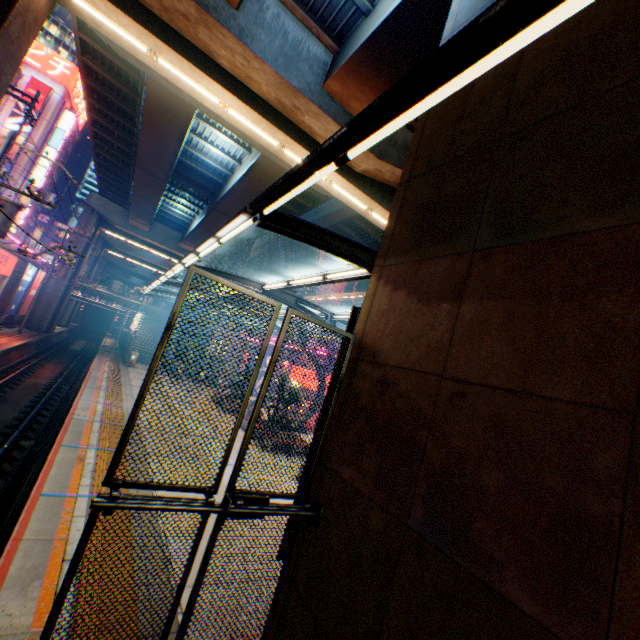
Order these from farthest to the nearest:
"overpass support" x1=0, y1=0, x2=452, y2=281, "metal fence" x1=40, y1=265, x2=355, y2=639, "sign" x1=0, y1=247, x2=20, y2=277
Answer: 1. "sign" x1=0, y1=247, x2=20, y2=277
2. "overpass support" x1=0, y1=0, x2=452, y2=281
3. "metal fence" x1=40, y1=265, x2=355, y2=639

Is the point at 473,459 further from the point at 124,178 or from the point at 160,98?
the point at 124,178

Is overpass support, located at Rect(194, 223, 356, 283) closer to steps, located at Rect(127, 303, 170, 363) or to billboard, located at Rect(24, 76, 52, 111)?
steps, located at Rect(127, 303, 170, 363)

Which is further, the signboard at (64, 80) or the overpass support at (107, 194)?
the signboard at (64, 80)

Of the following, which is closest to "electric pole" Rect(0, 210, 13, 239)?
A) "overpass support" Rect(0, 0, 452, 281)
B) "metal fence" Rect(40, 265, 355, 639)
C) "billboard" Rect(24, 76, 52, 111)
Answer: "metal fence" Rect(40, 265, 355, 639)

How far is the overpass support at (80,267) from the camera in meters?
33.7 m

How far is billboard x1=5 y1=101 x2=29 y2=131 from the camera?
46.3 meters

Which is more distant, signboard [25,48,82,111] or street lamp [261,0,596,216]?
signboard [25,48,82,111]
